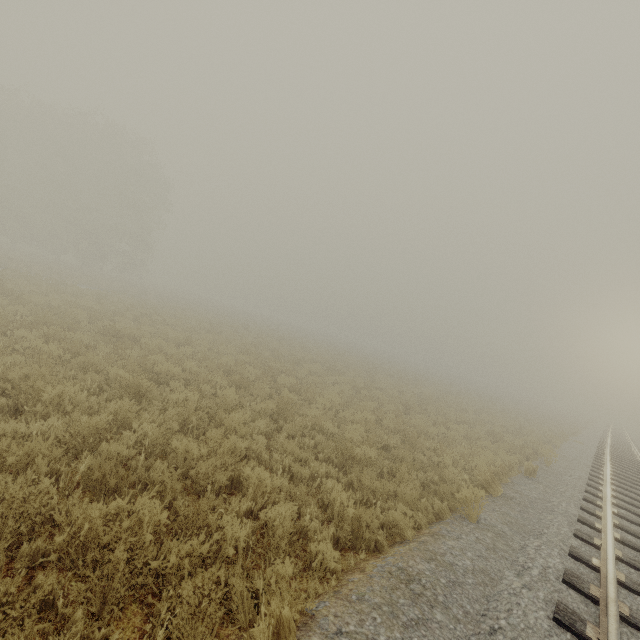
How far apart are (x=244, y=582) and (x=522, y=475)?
9.4 meters
